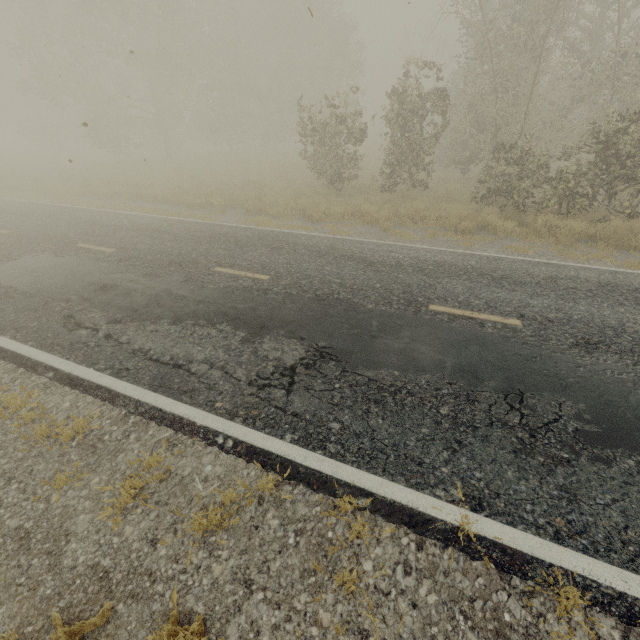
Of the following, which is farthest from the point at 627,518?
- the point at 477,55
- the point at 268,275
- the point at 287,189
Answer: the point at 477,55
